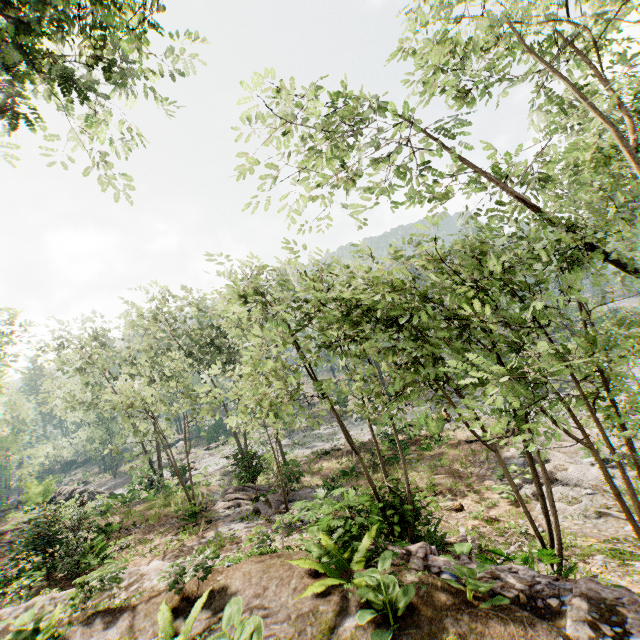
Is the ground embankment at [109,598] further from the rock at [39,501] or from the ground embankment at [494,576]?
the ground embankment at [494,576]

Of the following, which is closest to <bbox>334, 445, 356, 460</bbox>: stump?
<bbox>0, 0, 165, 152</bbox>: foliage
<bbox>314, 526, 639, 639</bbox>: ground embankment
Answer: <bbox>0, 0, 165, 152</bbox>: foliage

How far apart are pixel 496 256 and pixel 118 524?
50.54m

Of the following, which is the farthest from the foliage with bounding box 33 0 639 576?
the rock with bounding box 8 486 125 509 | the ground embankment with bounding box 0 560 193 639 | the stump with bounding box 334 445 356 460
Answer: the stump with bounding box 334 445 356 460

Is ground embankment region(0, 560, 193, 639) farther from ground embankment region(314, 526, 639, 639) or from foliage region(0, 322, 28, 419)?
ground embankment region(314, 526, 639, 639)

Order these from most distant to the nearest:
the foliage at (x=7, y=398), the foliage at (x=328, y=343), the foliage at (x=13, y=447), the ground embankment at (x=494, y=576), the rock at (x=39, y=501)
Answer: the foliage at (x=13, y=447)
the rock at (x=39, y=501)
the foliage at (x=7, y=398)
the foliage at (x=328, y=343)
the ground embankment at (x=494, y=576)

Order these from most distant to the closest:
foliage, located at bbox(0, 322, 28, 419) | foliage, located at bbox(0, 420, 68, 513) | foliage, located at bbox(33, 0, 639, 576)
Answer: foliage, located at bbox(0, 420, 68, 513) → foliage, located at bbox(0, 322, 28, 419) → foliage, located at bbox(33, 0, 639, 576)

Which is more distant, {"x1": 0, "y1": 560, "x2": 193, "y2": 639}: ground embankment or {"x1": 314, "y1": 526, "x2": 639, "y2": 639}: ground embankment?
{"x1": 0, "y1": 560, "x2": 193, "y2": 639}: ground embankment
